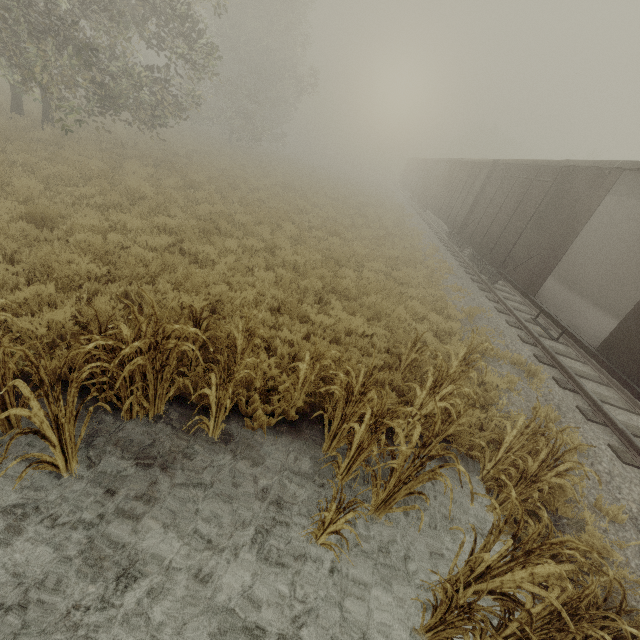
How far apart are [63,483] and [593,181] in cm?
1199

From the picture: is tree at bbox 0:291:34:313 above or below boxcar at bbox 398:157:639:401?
below

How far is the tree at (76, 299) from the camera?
4.80m

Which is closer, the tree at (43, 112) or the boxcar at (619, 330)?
the tree at (43, 112)

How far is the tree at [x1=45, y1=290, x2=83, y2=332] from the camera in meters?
4.8

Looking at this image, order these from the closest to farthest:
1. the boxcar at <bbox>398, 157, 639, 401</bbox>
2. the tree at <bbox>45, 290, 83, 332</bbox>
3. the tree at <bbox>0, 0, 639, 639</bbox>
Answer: the tree at <bbox>0, 0, 639, 639</bbox>, the tree at <bbox>45, 290, 83, 332</bbox>, the boxcar at <bbox>398, 157, 639, 401</bbox>

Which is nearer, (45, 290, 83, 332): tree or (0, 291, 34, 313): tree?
(0, 291, 34, 313): tree

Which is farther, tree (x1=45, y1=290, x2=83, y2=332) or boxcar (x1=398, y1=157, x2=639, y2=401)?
boxcar (x1=398, y1=157, x2=639, y2=401)
